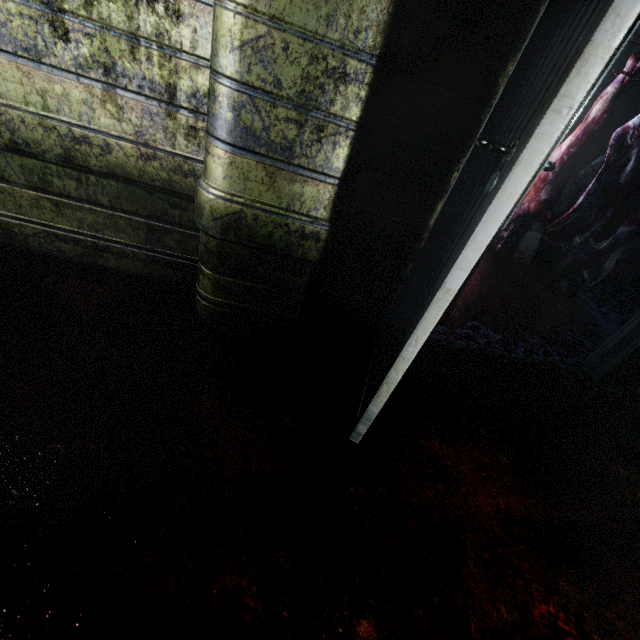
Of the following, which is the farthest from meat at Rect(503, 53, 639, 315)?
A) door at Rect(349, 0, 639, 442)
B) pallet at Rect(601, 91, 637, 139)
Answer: pallet at Rect(601, 91, 637, 139)

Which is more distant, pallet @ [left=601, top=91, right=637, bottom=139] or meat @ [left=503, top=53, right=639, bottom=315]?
pallet @ [left=601, top=91, right=637, bottom=139]

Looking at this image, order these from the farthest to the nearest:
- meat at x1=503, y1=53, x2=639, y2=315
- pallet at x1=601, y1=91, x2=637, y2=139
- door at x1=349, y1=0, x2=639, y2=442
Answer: pallet at x1=601, y1=91, x2=637, y2=139 → meat at x1=503, y1=53, x2=639, y2=315 → door at x1=349, y1=0, x2=639, y2=442

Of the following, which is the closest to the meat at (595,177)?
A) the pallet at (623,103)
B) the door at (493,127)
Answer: the door at (493,127)

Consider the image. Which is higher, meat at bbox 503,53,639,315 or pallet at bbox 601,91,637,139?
pallet at bbox 601,91,637,139

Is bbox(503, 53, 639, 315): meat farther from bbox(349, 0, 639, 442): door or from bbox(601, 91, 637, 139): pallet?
bbox(601, 91, 637, 139): pallet

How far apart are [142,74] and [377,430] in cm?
179

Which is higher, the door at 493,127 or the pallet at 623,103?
the pallet at 623,103
